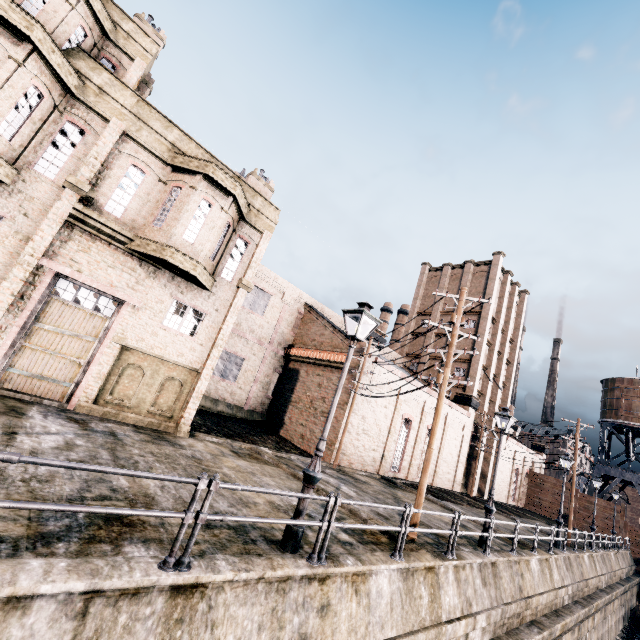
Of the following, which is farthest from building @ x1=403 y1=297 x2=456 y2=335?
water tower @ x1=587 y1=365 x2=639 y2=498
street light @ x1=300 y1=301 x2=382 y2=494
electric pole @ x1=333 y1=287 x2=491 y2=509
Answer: street light @ x1=300 y1=301 x2=382 y2=494

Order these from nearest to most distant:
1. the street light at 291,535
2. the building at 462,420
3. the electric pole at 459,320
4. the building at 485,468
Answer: the street light at 291,535, the electric pole at 459,320, the building at 462,420, the building at 485,468

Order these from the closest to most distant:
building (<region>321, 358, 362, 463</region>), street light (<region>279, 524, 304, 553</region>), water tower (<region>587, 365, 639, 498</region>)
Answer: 1. street light (<region>279, 524, 304, 553</region>)
2. building (<region>321, 358, 362, 463</region>)
3. water tower (<region>587, 365, 639, 498</region>)

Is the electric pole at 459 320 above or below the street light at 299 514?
above

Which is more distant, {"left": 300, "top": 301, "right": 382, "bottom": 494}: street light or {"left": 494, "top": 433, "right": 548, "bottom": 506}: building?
{"left": 494, "top": 433, "right": 548, "bottom": 506}: building

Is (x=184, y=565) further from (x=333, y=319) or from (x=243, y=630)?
(x=333, y=319)

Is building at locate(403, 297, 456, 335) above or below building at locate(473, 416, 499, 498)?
above
